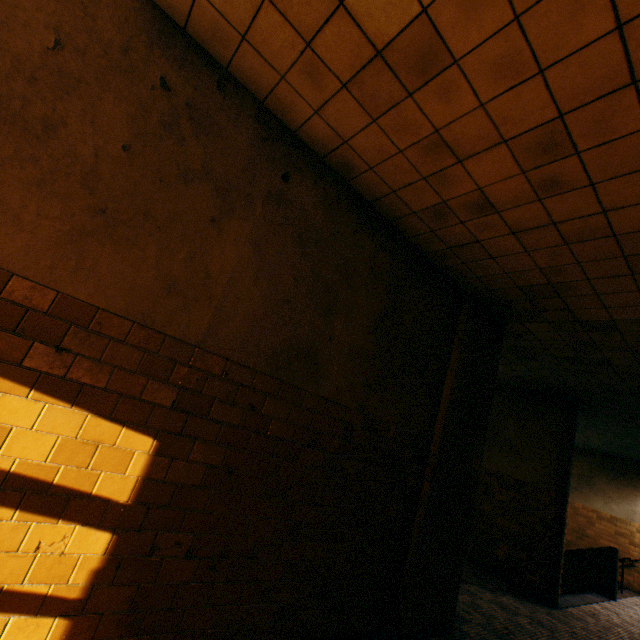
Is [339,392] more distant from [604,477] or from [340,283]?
[604,477]
